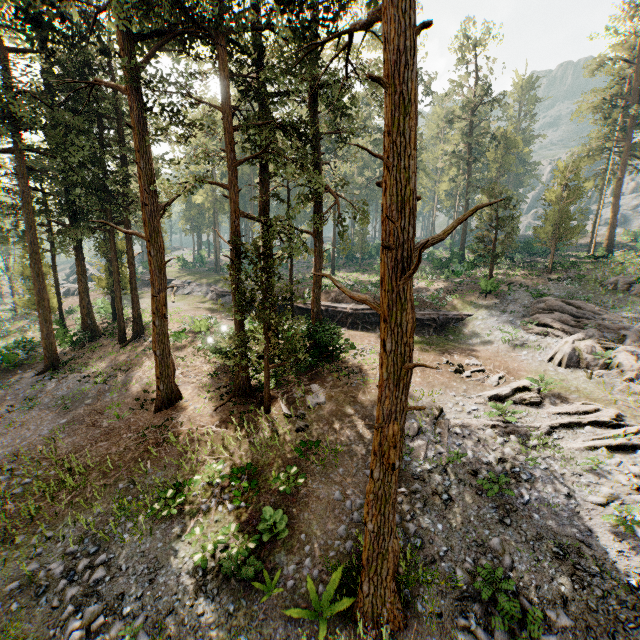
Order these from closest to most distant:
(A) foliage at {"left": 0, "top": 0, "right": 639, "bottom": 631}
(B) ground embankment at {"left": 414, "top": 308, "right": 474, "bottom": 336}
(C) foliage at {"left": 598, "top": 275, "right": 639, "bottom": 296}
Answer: (A) foliage at {"left": 0, "top": 0, "right": 639, "bottom": 631} < (C) foliage at {"left": 598, "top": 275, "right": 639, "bottom": 296} < (B) ground embankment at {"left": 414, "top": 308, "right": 474, "bottom": 336}

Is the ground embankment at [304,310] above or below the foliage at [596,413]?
above

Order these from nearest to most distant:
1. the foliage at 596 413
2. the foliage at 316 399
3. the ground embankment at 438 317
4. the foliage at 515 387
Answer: the foliage at 596 413 < the foliage at 515 387 < the foliage at 316 399 < the ground embankment at 438 317

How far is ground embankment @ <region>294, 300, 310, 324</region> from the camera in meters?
21.0 m

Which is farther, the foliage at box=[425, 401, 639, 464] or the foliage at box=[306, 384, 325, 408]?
the foliage at box=[306, 384, 325, 408]

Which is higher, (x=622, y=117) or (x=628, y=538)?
(x=622, y=117)

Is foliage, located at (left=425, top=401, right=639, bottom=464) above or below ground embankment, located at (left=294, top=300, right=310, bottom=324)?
below
